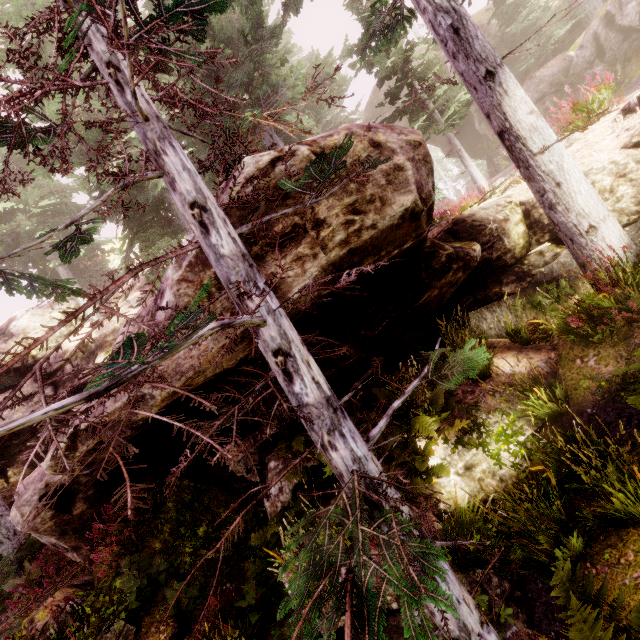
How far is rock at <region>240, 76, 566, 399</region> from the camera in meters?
4.1

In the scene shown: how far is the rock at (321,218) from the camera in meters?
4.1 m

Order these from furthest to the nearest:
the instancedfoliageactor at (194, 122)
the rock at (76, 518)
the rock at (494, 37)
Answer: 1. the rock at (494, 37)
2. the rock at (76, 518)
3. the instancedfoliageactor at (194, 122)

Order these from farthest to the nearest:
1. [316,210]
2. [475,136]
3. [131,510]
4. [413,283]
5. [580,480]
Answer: [475,136]
[413,283]
[580,480]
[316,210]
[131,510]

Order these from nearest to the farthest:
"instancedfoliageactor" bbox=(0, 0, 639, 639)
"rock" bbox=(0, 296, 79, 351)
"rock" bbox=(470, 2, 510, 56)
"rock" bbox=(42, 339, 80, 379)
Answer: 1. "instancedfoliageactor" bbox=(0, 0, 639, 639)
2. "rock" bbox=(42, 339, 80, 379)
3. "rock" bbox=(0, 296, 79, 351)
4. "rock" bbox=(470, 2, 510, 56)
